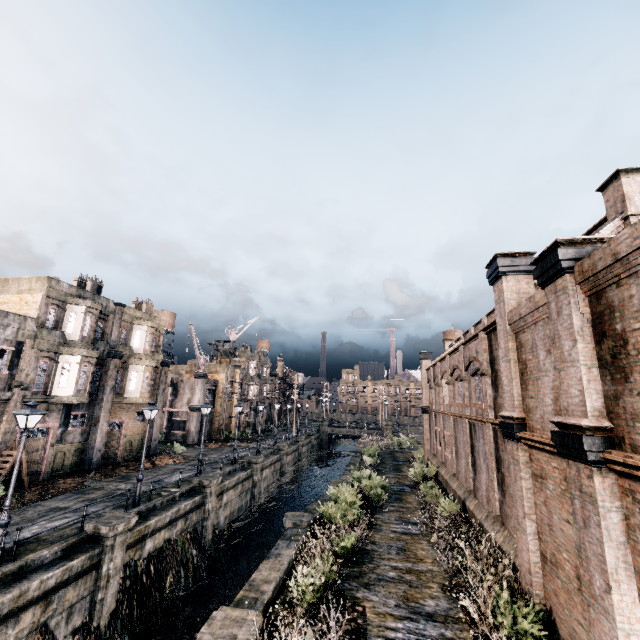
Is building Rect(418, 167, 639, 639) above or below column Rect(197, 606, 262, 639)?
above

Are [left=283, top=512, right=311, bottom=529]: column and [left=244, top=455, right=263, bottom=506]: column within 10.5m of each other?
no

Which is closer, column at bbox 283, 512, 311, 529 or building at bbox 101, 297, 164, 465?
column at bbox 283, 512, 311, 529

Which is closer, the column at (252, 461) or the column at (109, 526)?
the column at (109, 526)

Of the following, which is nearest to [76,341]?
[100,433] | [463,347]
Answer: [100,433]

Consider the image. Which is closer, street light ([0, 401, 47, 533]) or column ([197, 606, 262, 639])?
column ([197, 606, 262, 639])

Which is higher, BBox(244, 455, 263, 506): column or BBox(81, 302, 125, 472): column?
BBox(81, 302, 125, 472): column

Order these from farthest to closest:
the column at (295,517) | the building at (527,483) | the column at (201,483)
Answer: the column at (201,483) → the column at (295,517) → the building at (527,483)
